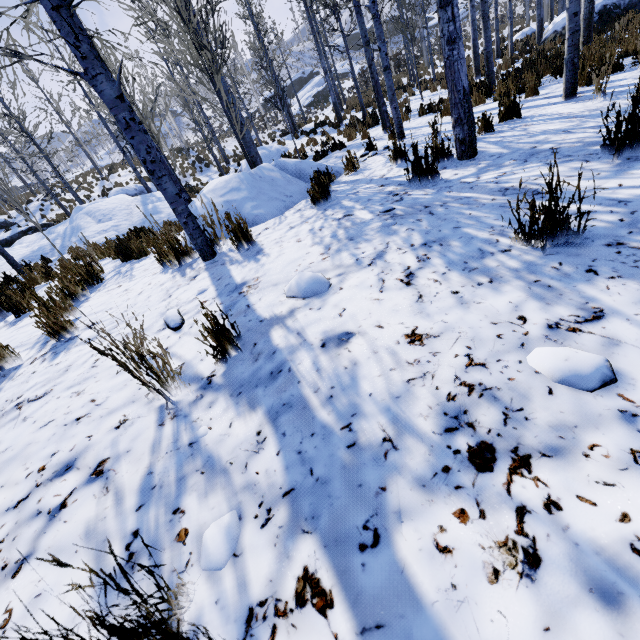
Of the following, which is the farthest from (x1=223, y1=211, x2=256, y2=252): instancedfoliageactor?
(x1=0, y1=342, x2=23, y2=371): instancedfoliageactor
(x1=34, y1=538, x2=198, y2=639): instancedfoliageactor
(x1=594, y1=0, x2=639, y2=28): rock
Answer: (x1=594, y1=0, x2=639, y2=28): rock

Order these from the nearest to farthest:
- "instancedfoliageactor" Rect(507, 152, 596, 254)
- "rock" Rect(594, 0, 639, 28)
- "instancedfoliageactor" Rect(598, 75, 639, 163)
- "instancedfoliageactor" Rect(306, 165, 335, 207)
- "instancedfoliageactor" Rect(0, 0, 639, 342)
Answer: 1. "instancedfoliageactor" Rect(507, 152, 596, 254)
2. "instancedfoliageactor" Rect(598, 75, 639, 163)
3. "instancedfoliageactor" Rect(0, 0, 639, 342)
4. "instancedfoliageactor" Rect(306, 165, 335, 207)
5. "rock" Rect(594, 0, 639, 28)

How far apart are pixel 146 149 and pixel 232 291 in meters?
1.7 m

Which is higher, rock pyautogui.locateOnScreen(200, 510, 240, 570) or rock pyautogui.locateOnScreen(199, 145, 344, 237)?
rock pyautogui.locateOnScreen(199, 145, 344, 237)

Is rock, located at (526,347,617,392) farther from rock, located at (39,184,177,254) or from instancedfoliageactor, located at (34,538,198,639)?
instancedfoliageactor, located at (34,538,198,639)

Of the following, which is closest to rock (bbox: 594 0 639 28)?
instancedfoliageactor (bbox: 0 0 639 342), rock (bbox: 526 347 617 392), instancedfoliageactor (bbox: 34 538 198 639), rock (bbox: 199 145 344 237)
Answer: instancedfoliageactor (bbox: 0 0 639 342)

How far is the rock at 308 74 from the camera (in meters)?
41.28

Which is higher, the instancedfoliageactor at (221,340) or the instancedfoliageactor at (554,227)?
the instancedfoliageactor at (221,340)
